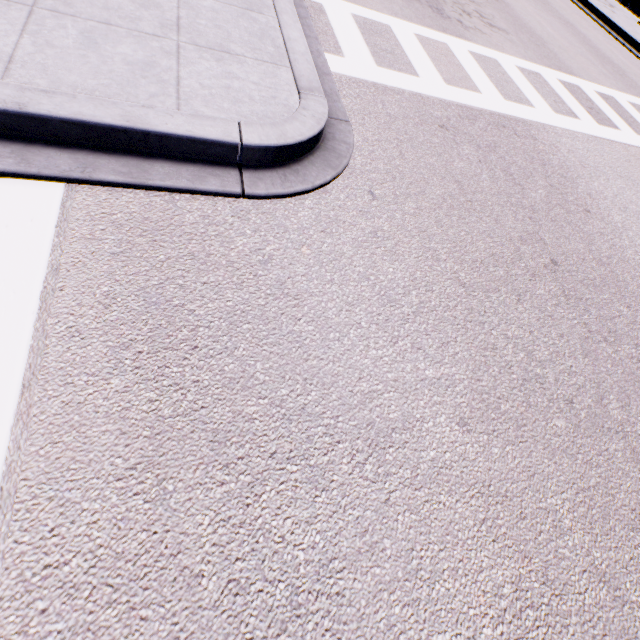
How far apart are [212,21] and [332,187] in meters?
2.6 m
